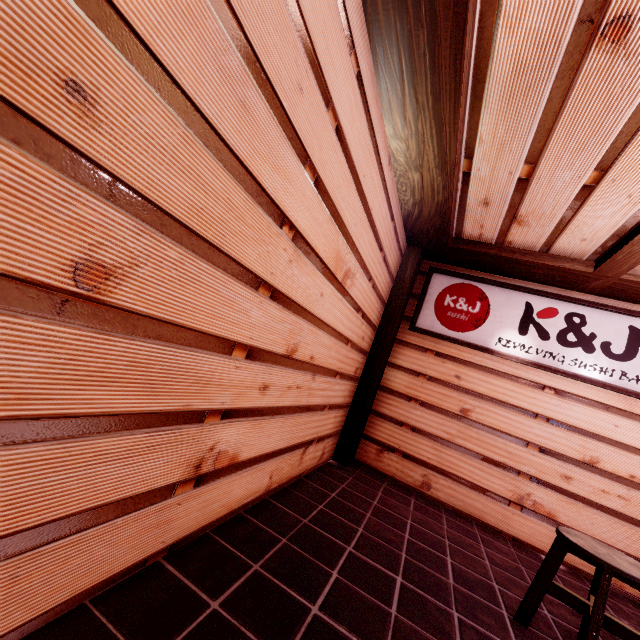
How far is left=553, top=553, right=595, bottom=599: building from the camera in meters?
5.1 m

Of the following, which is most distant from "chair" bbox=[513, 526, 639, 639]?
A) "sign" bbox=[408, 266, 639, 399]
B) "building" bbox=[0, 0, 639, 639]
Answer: "sign" bbox=[408, 266, 639, 399]

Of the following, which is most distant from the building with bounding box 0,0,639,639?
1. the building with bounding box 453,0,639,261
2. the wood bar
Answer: the building with bounding box 453,0,639,261

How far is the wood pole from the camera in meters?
7.0

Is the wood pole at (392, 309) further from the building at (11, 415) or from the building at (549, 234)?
the building at (549, 234)

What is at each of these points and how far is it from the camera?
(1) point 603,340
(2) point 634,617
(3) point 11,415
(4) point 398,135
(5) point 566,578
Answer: (1) sign, 6.4 meters
(2) building, 4.8 meters
(3) building, 1.4 meters
(4) wood bar, 4.4 meters
(5) building, 5.3 meters

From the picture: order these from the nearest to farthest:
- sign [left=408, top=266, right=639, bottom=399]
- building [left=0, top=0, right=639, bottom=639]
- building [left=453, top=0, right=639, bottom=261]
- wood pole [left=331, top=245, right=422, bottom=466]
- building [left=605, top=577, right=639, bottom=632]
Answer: building [left=0, top=0, right=639, bottom=639]
building [left=453, top=0, right=639, bottom=261]
building [left=605, top=577, right=639, bottom=632]
sign [left=408, top=266, right=639, bottom=399]
wood pole [left=331, top=245, right=422, bottom=466]

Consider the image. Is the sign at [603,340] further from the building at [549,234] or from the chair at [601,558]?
the chair at [601,558]
